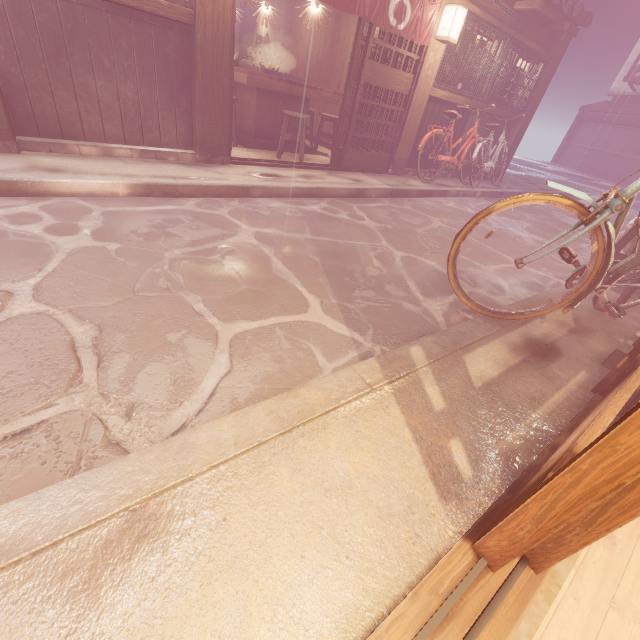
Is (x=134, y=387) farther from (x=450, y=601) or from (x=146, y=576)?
(x=450, y=601)

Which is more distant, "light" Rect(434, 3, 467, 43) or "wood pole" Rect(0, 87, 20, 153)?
"light" Rect(434, 3, 467, 43)

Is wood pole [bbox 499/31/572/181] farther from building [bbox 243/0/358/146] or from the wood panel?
building [bbox 243/0/358/146]

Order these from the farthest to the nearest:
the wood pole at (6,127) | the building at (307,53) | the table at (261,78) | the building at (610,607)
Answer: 1. the building at (307,53)
2. the table at (261,78)
3. the wood pole at (6,127)
4. the building at (610,607)

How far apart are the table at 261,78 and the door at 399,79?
1.9 meters

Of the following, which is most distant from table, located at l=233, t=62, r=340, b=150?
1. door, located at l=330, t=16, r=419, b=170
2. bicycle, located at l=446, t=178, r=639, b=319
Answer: bicycle, located at l=446, t=178, r=639, b=319

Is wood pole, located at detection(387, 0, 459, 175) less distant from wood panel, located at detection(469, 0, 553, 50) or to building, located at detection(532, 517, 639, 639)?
wood panel, located at detection(469, 0, 553, 50)

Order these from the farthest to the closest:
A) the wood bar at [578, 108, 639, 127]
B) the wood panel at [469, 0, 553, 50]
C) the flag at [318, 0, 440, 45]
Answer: the wood bar at [578, 108, 639, 127] → the wood panel at [469, 0, 553, 50] → the flag at [318, 0, 440, 45]
